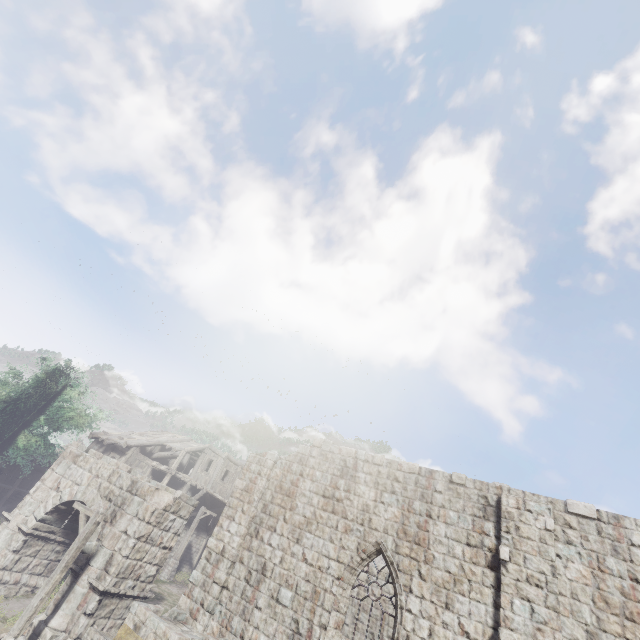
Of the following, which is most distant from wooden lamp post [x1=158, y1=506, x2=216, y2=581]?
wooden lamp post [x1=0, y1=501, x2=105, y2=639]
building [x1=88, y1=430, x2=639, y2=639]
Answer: wooden lamp post [x1=0, y1=501, x2=105, y2=639]

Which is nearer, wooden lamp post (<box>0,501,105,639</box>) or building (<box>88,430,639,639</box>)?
building (<box>88,430,639,639</box>)

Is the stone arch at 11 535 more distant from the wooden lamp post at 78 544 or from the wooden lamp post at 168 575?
the wooden lamp post at 168 575

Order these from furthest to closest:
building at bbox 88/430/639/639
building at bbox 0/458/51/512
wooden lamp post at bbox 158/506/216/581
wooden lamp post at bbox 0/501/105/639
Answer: building at bbox 0/458/51/512 < wooden lamp post at bbox 158/506/216/581 < wooden lamp post at bbox 0/501/105/639 < building at bbox 88/430/639/639

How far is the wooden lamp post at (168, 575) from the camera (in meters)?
22.22

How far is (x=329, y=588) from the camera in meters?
10.2 m

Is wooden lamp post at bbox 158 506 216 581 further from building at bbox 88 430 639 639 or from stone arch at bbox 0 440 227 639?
stone arch at bbox 0 440 227 639

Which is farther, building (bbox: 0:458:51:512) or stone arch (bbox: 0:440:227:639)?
building (bbox: 0:458:51:512)
